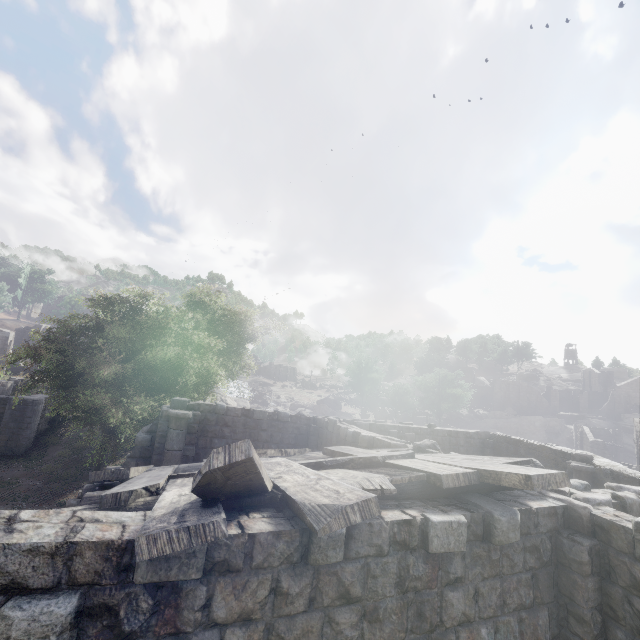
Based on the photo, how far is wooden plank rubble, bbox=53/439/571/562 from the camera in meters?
2.7 m

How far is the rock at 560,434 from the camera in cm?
5528

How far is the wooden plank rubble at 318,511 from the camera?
2.7m

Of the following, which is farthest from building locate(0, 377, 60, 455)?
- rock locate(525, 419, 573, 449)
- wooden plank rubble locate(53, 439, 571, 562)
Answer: rock locate(525, 419, 573, 449)

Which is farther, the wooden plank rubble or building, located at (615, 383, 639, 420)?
building, located at (615, 383, 639, 420)

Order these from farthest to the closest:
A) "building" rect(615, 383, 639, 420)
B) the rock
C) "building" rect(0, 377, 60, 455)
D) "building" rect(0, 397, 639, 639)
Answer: "building" rect(615, 383, 639, 420) < the rock < "building" rect(0, 377, 60, 455) < "building" rect(0, 397, 639, 639)

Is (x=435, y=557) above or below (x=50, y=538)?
below

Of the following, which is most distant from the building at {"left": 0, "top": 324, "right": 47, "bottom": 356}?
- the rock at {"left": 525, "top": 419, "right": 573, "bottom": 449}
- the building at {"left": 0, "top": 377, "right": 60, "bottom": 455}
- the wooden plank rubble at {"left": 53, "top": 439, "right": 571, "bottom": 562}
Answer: the rock at {"left": 525, "top": 419, "right": 573, "bottom": 449}
